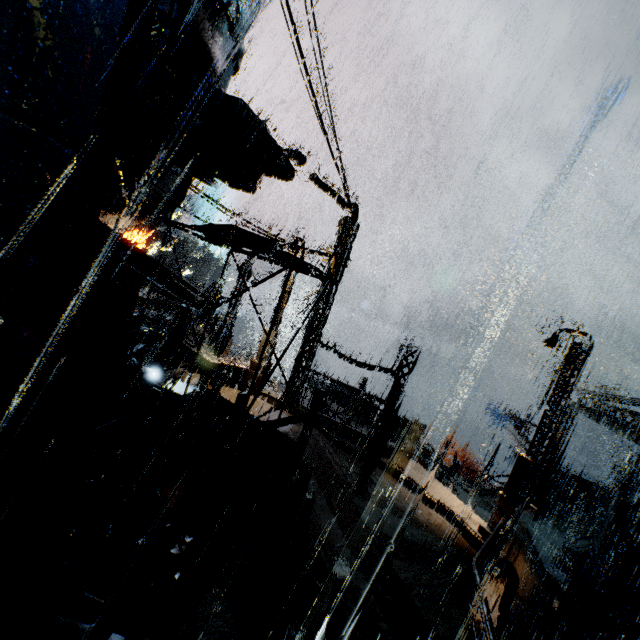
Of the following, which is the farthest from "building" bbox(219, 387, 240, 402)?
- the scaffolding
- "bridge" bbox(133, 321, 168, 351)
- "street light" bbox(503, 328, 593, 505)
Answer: "street light" bbox(503, 328, 593, 505)

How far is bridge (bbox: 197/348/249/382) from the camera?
15.20m

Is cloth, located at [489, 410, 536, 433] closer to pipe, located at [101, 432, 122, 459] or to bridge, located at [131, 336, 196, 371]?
bridge, located at [131, 336, 196, 371]

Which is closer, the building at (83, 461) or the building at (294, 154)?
the building at (83, 461)

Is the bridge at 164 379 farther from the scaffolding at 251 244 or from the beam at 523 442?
the beam at 523 442

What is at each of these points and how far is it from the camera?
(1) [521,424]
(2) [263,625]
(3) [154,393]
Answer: (1) cloth, 35.19m
(2) building, 5.75m
(3) bridge, 10.45m

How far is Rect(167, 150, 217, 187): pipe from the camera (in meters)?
7.13

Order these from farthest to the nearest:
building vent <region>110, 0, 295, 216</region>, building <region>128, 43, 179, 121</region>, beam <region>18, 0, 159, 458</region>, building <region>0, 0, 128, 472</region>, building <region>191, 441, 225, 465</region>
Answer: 1. building <region>191, 441, 225, 465</region>
2. building vent <region>110, 0, 295, 216</region>
3. building <region>128, 43, 179, 121</region>
4. beam <region>18, 0, 159, 458</region>
5. building <region>0, 0, 128, 472</region>
